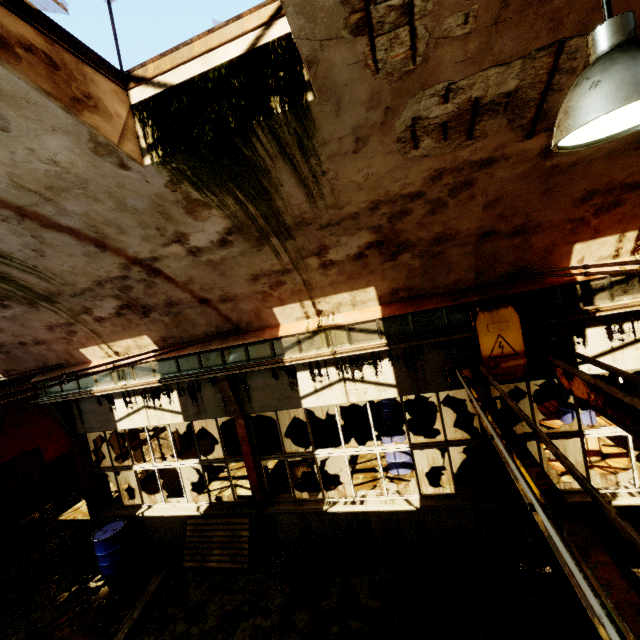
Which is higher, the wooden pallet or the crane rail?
the crane rail

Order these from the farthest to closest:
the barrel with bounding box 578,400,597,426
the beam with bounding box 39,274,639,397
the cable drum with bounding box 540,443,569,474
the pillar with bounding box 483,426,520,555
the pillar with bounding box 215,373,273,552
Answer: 1. the cable drum with bounding box 540,443,569,474
2. the barrel with bounding box 578,400,597,426
3. the pillar with bounding box 215,373,273,552
4. the pillar with bounding box 483,426,520,555
5. the beam with bounding box 39,274,639,397

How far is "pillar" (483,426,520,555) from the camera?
5.8 meters

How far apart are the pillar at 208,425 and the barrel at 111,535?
4.98m

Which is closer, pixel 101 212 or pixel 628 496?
pixel 101 212

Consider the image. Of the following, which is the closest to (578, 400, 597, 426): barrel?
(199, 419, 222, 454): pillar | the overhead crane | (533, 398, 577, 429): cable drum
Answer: (533, 398, 577, 429): cable drum

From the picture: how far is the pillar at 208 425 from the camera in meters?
13.0

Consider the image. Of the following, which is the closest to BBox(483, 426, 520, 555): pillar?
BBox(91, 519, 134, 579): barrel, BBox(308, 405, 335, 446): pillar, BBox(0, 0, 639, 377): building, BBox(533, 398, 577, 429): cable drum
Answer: BBox(0, 0, 639, 377): building
